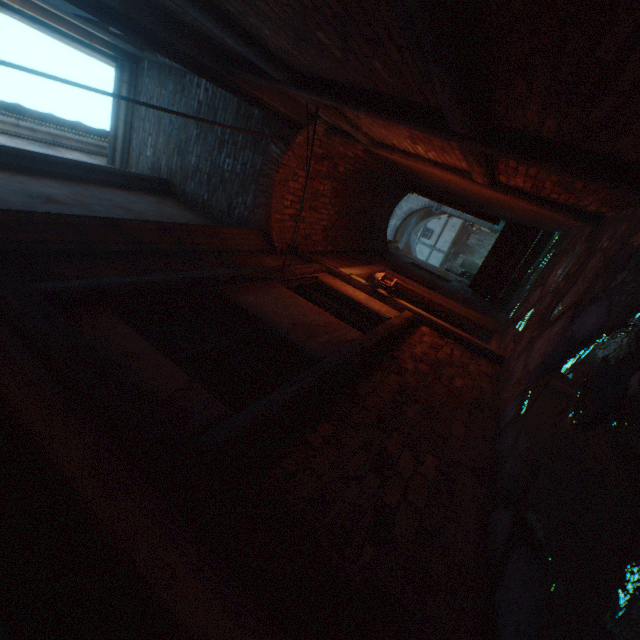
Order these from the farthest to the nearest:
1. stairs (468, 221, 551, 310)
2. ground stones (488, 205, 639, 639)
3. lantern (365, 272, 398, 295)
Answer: stairs (468, 221, 551, 310), lantern (365, 272, 398, 295), ground stones (488, 205, 639, 639)

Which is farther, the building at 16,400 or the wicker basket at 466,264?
the wicker basket at 466,264

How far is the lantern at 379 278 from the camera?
4.8 meters

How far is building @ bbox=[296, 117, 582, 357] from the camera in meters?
5.4 m

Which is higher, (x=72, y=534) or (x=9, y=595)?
(x=9, y=595)

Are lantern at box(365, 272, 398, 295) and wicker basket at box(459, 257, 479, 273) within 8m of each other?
no

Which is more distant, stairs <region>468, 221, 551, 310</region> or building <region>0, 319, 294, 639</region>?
stairs <region>468, 221, 551, 310</region>

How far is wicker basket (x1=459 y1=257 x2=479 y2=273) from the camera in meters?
14.1 m
